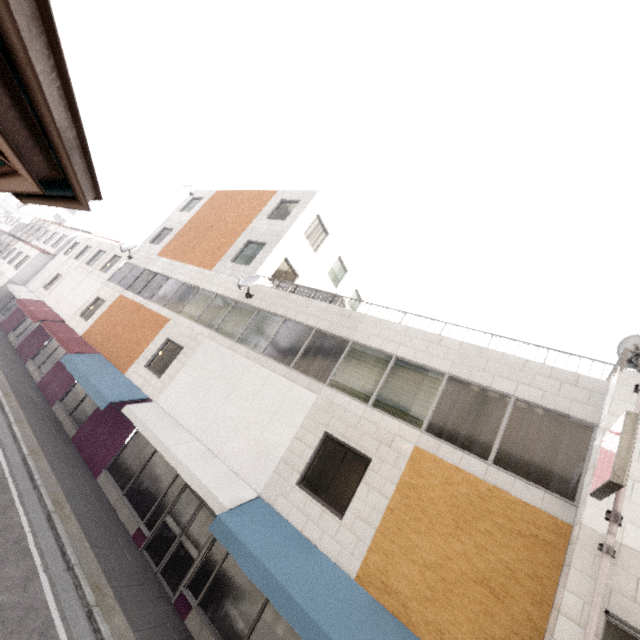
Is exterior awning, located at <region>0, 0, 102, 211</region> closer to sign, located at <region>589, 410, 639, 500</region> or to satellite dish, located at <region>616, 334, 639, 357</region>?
sign, located at <region>589, 410, 639, 500</region>

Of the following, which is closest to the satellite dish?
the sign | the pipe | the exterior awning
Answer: the pipe

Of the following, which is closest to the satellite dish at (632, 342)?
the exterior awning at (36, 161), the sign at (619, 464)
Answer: the sign at (619, 464)

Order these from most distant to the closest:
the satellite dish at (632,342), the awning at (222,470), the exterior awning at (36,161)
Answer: Result: the satellite dish at (632,342) → the awning at (222,470) → the exterior awning at (36,161)

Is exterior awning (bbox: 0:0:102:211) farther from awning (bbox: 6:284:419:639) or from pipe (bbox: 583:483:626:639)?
pipe (bbox: 583:483:626:639)

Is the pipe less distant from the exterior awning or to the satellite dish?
the satellite dish

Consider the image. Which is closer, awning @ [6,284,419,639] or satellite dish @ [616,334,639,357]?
awning @ [6,284,419,639]

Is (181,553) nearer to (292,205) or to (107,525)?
(107,525)
